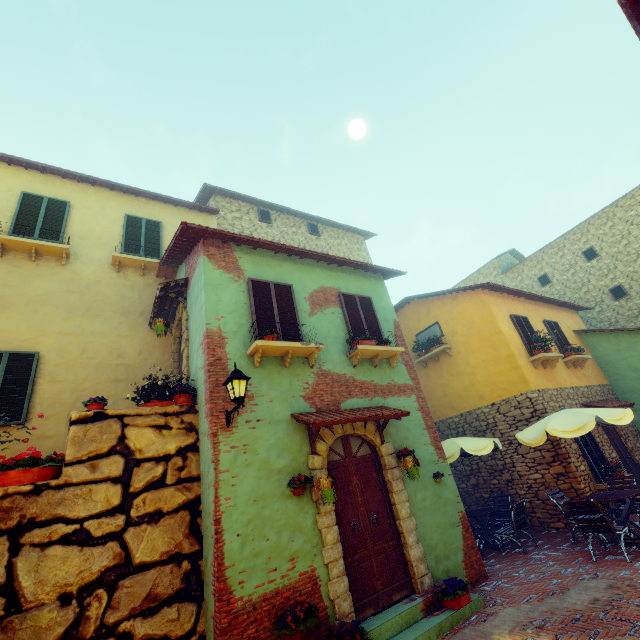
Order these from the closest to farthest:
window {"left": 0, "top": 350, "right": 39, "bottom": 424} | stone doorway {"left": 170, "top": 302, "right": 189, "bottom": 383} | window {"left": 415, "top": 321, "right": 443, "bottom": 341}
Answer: window {"left": 0, "top": 350, "right": 39, "bottom": 424} < stone doorway {"left": 170, "top": 302, "right": 189, "bottom": 383} < window {"left": 415, "top": 321, "right": 443, "bottom": 341}

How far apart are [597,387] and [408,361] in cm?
919

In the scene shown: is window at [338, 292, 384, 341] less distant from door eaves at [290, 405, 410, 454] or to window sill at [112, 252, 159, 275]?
door eaves at [290, 405, 410, 454]

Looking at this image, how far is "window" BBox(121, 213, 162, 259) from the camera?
10.02m

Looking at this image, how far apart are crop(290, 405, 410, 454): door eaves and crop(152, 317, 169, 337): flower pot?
3.48m

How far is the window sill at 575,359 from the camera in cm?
1169

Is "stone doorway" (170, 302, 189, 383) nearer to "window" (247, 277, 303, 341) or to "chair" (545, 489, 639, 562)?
"window" (247, 277, 303, 341)

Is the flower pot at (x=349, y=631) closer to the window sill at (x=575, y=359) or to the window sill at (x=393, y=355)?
the window sill at (x=393, y=355)
